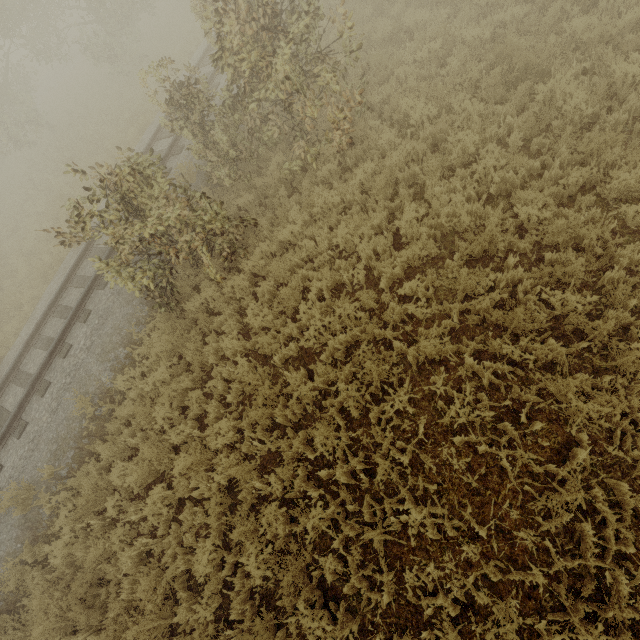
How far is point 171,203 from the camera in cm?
621
